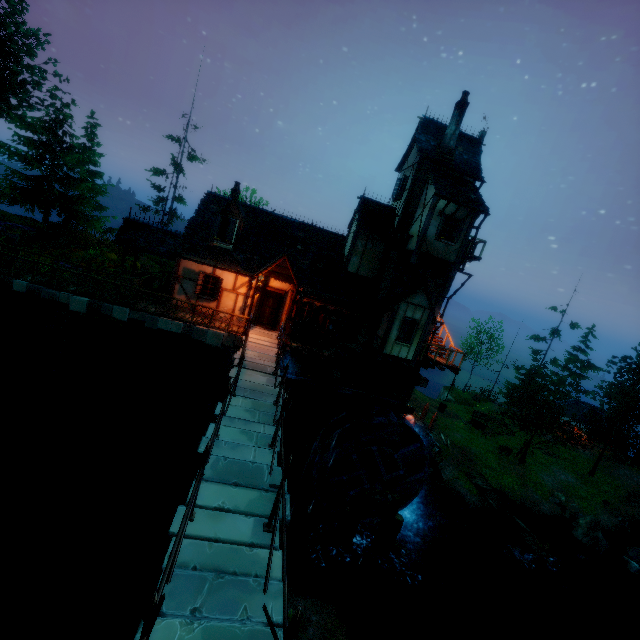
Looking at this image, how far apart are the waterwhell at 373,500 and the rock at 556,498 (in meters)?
18.33

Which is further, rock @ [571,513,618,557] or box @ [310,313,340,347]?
rock @ [571,513,618,557]

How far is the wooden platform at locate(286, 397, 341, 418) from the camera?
17.6 meters

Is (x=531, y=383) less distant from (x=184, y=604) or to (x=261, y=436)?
(x=261, y=436)

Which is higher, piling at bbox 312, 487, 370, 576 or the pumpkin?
the pumpkin

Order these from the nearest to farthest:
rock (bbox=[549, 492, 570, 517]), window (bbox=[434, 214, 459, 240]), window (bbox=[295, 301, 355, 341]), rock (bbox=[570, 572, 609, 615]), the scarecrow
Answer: window (bbox=[434, 214, 459, 240]) < window (bbox=[295, 301, 355, 341]) < the scarecrow < rock (bbox=[570, 572, 609, 615]) < rock (bbox=[549, 492, 570, 517])

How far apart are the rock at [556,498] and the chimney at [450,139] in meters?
26.4 m

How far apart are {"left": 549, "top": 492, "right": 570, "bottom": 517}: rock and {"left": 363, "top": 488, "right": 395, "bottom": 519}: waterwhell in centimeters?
1833cm
